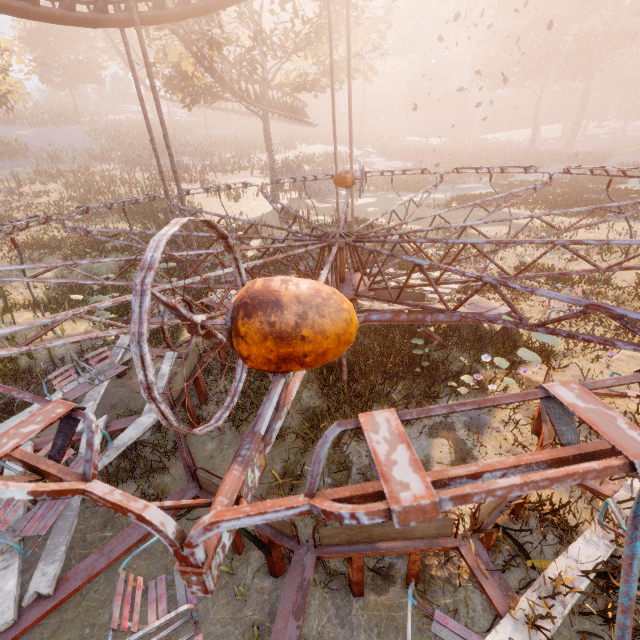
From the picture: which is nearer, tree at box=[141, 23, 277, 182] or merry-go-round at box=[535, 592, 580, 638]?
merry-go-round at box=[535, 592, 580, 638]

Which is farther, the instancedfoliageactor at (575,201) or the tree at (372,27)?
the tree at (372,27)

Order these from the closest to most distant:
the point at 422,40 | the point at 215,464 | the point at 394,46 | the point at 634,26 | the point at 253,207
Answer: the point at 215,464 < the point at 253,207 < the point at 394,46 < the point at 422,40 < the point at 634,26

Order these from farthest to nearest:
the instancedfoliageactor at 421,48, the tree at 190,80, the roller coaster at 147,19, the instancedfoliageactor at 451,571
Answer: the instancedfoliageactor at 421,48, the tree at 190,80, the roller coaster at 147,19, the instancedfoliageactor at 451,571

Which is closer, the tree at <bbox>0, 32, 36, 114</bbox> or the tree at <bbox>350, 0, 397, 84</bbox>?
the tree at <bbox>350, 0, 397, 84</bbox>

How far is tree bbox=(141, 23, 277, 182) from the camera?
18.7m

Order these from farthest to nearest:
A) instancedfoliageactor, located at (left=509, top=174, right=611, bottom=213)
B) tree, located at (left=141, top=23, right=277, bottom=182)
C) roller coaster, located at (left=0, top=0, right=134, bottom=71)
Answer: tree, located at (left=141, top=23, right=277, bottom=182)
instancedfoliageactor, located at (left=509, top=174, right=611, bottom=213)
roller coaster, located at (left=0, top=0, right=134, bottom=71)

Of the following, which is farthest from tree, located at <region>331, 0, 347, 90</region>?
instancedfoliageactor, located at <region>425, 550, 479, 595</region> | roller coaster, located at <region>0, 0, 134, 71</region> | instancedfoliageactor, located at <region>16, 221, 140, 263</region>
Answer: instancedfoliageactor, located at <region>425, 550, 479, 595</region>
